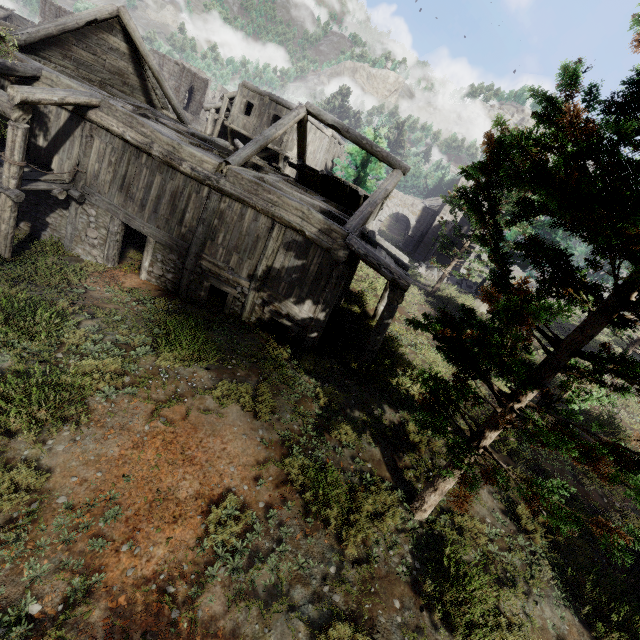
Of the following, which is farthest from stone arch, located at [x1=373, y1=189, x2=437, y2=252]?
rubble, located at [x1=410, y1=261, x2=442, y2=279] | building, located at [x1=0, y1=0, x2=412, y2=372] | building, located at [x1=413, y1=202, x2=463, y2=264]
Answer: rubble, located at [x1=410, y1=261, x2=442, y2=279]

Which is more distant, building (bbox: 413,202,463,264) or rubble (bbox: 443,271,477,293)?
building (bbox: 413,202,463,264)

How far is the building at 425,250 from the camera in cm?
3250

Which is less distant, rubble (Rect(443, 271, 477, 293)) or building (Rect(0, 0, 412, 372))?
building (Rect(0, 0, 412, 372))

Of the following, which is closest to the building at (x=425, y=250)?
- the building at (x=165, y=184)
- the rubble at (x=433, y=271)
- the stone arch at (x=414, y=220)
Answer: the stone arch at (x=414, y=220)

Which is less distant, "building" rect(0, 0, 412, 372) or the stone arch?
"building" rect(0, 0, 412, 372)

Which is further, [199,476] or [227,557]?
[199,476]

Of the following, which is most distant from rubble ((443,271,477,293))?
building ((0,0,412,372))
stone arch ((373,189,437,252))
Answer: building ((0,0,412,372))
